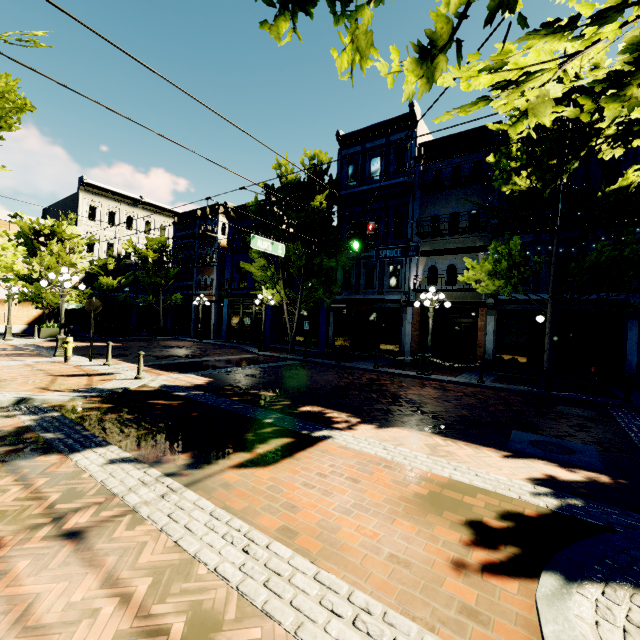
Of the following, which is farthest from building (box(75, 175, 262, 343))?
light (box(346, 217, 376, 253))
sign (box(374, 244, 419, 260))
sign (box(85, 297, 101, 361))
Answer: Answer: sign (box(85, 297, 101, 361))

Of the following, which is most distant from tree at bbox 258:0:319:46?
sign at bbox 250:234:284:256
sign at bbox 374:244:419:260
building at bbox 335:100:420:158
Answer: sign at bbox 250:234:284:256

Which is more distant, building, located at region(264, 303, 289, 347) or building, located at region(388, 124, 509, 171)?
building, located at region(264, 303, 289, 347)

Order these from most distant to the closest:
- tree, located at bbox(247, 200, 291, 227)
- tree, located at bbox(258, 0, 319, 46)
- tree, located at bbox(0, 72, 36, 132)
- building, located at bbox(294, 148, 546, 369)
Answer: tree, located at bbox(247, 200, 291, 227)
building, located at bbox(294, 148, 546, 369)
tree, located at bbox(0, 72, 36, 132)
tree, located at bbox(258, 0, 319, 46)

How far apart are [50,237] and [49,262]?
3.0 meters

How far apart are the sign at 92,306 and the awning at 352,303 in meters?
11.3

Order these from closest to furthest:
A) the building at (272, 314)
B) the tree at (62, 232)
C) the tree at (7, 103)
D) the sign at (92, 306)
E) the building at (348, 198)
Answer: the tree at (7, 103)
the sign at (92, 306)
the tree at (62, 232)
the building at (348, 198)
the building at (272, 314)

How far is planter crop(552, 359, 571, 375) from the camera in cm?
1332
